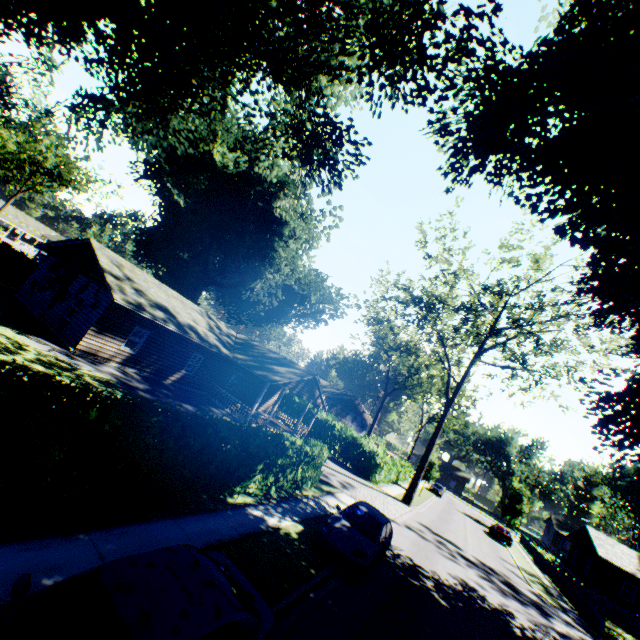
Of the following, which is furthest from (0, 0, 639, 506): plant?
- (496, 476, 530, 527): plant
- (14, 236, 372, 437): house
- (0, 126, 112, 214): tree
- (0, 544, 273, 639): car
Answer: (496, 476, 530, 527): plant

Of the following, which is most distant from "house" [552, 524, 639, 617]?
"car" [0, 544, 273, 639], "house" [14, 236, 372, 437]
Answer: "house" [14, 236, 372, 437]

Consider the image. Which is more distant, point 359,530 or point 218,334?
point 218,334

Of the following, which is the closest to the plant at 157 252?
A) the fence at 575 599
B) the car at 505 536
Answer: the fence at 575 599

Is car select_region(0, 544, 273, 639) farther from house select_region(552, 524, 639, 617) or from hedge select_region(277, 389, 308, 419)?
house select_region(552, 524, 639, 617)

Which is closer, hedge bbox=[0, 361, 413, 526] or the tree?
hedge bbox=[0, 361, 413, 526]

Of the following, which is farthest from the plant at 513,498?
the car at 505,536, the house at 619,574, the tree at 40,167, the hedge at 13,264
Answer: the tree at 40,167

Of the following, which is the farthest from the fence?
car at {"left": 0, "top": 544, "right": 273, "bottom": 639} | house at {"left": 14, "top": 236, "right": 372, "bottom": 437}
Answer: car at {"left": 0, "top": 544, "right": 273, "bottom": 639}
